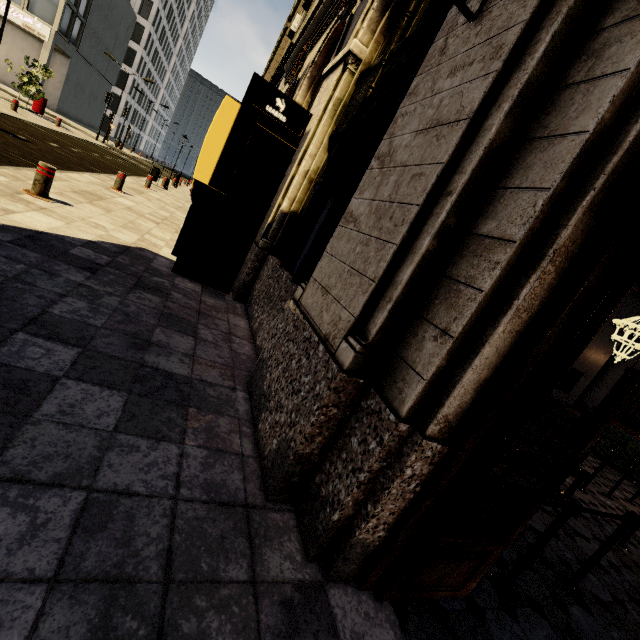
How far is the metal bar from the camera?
5.26m

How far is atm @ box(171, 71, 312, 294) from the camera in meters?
4.8 m

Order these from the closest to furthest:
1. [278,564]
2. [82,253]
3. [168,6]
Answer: [278,564], [82,253], [168,6]

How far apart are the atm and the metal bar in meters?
2.0 m

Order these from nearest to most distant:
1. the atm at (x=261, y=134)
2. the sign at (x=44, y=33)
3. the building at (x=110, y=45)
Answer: the atm at (x=261, y=134) < the sign at (x=44, y=33) < the building at (x=110, y=45)

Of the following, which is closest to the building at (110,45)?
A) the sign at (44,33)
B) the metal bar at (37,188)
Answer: the sign at (44,33)

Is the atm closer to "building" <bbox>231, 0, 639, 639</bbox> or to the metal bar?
"building" <bbox>231, 0, 639, 639</bbox>

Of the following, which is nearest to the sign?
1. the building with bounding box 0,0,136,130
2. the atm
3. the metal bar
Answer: the building with bounding box 0,0,136,130
